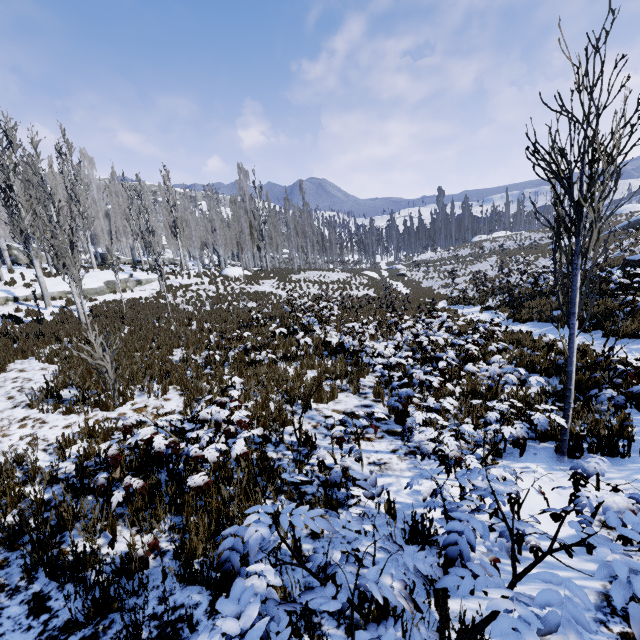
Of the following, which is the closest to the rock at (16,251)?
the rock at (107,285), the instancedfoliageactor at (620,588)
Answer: the instancedfoliageactor at (620,588)

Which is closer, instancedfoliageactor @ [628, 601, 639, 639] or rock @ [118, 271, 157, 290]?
instancedfoliageactor @ [628, 601, 639, 639]

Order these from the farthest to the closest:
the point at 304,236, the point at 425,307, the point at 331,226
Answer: the point at 331,226
the point at 304,236
the point at 425,307

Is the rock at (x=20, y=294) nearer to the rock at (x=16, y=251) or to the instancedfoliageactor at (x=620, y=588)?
the instancedfoliageactor at (x=620, y=588)

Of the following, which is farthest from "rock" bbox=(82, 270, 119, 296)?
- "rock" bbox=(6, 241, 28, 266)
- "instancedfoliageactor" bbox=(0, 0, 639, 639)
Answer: "rock" bbox=(6, 241, 28, 266)

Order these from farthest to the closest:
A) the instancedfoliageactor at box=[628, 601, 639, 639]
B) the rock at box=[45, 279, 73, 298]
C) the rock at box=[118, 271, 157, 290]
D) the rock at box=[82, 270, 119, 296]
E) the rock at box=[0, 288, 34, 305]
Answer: the rock at box=[118, 271, 157, 290], the rock at box=[82, 270, 119, 296], the rock at box=[45, 279, 73, 298], the rock at box=[0, 288, 34, 305], the instancedfoliageactor at box=[628, 601, 639, 639]
